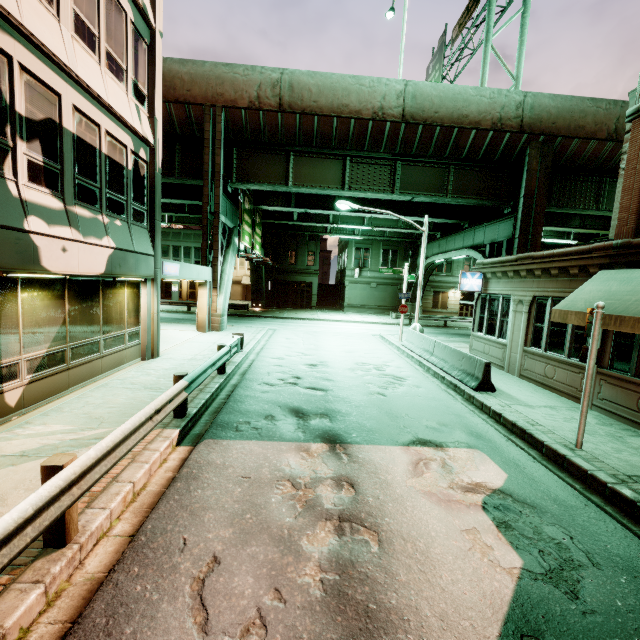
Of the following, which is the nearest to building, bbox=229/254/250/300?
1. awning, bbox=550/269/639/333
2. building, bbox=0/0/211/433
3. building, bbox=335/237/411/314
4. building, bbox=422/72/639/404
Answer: building, bbox=335/237/411/314

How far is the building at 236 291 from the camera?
50.8 meters

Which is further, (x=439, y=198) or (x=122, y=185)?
(x=439, y=198)

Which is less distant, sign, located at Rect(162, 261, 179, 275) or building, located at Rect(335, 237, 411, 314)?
sign, located at Rect(162, 261, 179, 275)

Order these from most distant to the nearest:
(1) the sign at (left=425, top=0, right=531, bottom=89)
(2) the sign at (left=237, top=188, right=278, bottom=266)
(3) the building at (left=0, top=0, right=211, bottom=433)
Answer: (2) the sign at (left=237, top=188, right=278, bottom=266)
(1) the sign at (left=425, top=0, right=531, bottom=89)
(3) the building at (left=0, top=0, right=211, bottom=433)

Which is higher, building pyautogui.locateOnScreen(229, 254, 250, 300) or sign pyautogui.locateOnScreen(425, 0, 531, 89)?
sign pyautogui.locateOnScreen(425, 0, 531, 89)

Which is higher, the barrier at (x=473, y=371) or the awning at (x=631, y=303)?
the awning at (x=631, y=303)

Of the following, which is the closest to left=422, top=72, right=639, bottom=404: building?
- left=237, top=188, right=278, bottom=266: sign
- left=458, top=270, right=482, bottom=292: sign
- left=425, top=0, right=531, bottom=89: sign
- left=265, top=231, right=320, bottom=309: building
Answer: left=458, top=270, right=482, bottom=292: sign
